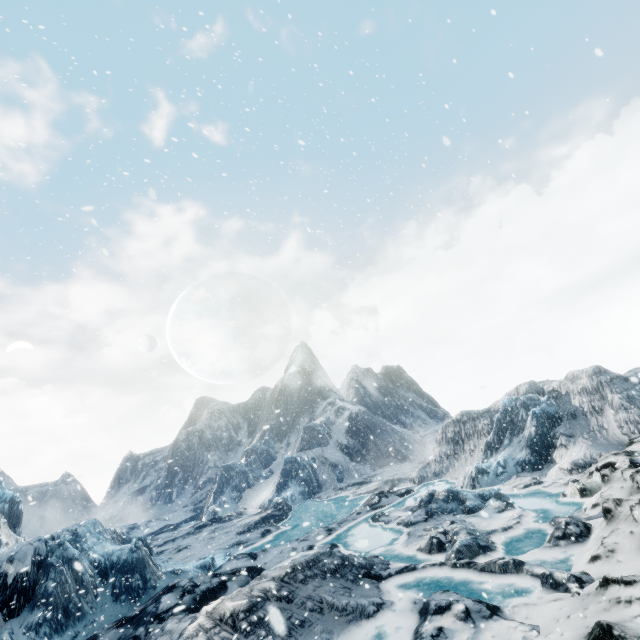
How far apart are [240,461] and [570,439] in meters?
50.6 m
